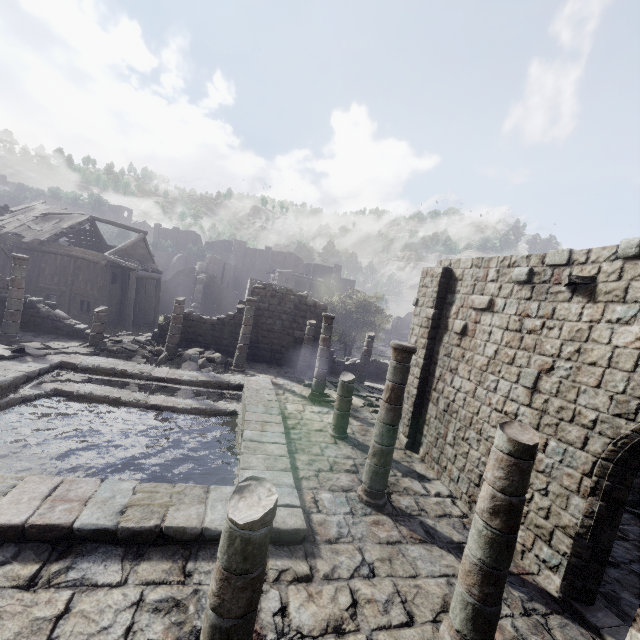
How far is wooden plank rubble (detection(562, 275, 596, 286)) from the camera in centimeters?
656cm

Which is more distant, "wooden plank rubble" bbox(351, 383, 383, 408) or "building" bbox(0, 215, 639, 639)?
"wooden plank rubble" bbox(351, 383, 383, 408)

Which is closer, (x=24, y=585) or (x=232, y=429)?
(x=24, y=585)

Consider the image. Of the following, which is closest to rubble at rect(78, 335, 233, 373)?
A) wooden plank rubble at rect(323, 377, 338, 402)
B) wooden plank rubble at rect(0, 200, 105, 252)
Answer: wooden plank rubble at rect(323, 377, 338, 402)

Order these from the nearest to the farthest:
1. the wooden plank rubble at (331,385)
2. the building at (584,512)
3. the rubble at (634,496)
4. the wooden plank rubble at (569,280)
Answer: the building at (584,512) < the wooden plank rubble at (569,280) < the rubble at (634,496) < the wooden plank rubble at (331,385)

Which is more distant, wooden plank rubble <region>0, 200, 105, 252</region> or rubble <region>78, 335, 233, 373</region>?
wooden plank rubble <region>0, 200, 105, 252</region>

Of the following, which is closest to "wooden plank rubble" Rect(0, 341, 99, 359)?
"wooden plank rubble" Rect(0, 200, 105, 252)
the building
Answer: the building

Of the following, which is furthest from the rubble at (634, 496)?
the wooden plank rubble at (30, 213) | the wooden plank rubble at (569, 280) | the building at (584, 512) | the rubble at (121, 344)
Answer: the wooden plank rubble at (30, 213)
